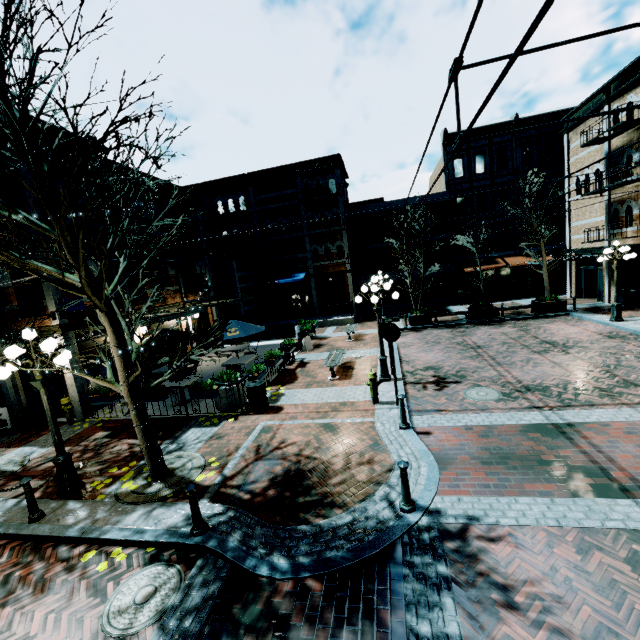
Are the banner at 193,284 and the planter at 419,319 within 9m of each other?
no

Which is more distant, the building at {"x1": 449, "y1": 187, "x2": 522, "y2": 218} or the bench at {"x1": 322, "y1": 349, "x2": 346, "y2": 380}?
the building at {"x1": 449, "y1": 187, "x2": 522, "y2": 218}

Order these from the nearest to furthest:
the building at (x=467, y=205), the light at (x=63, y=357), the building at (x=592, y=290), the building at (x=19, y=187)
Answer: the light at (x=63, y=357) → the building at (x=19, y=187) → the building at (x=592, y=290) → the building at (x=467, y=205)

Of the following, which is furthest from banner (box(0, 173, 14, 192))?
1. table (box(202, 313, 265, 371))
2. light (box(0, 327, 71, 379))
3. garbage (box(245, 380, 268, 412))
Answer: garbage (box(245, 380, 268, 412))

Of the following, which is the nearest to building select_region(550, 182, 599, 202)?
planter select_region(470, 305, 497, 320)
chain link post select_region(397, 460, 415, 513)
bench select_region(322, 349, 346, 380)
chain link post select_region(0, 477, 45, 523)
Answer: planter select_region(470, 305, 497, 320)

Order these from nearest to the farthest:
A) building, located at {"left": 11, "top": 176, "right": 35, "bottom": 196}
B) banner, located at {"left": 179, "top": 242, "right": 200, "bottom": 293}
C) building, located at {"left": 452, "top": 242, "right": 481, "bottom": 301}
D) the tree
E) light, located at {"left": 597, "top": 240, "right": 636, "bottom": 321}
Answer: the tree < building, located at {"left": 11, "top": 176, "right": 35, "bottom": 196} < light, located at {"left": 597, "top": 240, "right": 636, "bottom": 321} < banner, located at {"left": 179, "top": 242, "right": 200, "bottom": 293} < building, located at {"left": 452, "top": 242, "right": 481, "bottom": 301}

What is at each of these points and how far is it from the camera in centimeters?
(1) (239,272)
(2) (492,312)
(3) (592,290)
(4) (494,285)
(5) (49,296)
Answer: (1) building, 2275cm
(2) planter, 1886cm
(3) building, 2139cm
(4) building, 2670cm
(5) building, 1070cm

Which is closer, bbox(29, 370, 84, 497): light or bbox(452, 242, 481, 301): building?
bbox(29, 370, 84, 497): light
